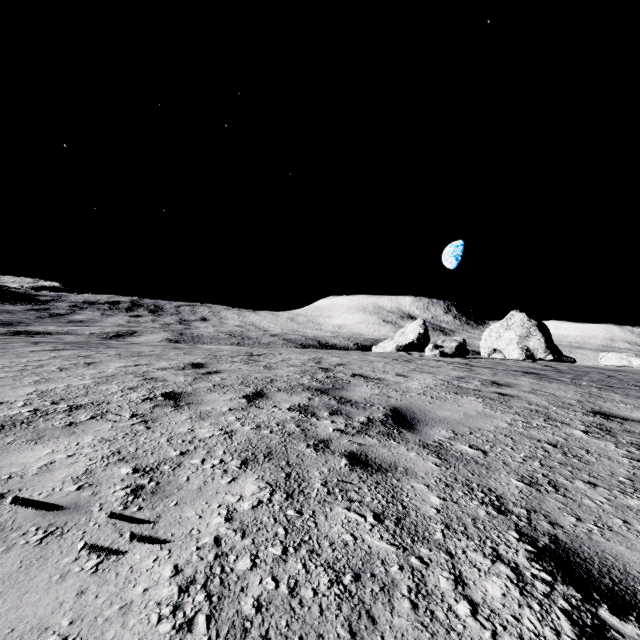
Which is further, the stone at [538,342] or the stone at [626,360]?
the stone at [538,342]

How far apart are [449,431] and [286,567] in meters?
2.4 m

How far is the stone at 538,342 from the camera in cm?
3142

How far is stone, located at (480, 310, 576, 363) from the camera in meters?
31.4 m

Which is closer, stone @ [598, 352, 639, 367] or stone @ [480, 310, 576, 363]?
stone @ [598, 352, 639, 367]
